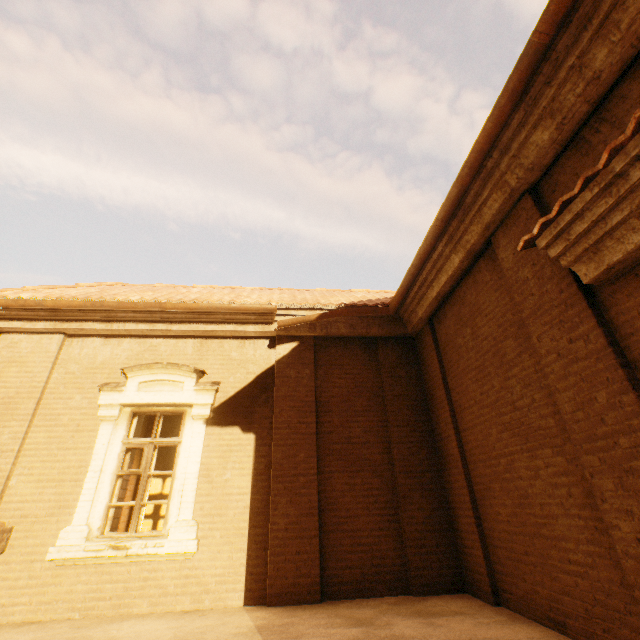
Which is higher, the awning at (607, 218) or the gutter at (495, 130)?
the gutter at (495, 130)

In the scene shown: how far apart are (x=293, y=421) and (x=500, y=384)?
3.4 meters

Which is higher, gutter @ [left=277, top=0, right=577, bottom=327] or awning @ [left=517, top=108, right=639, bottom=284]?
gutter @ [left=277, top=0, right=577, bottom=327]
